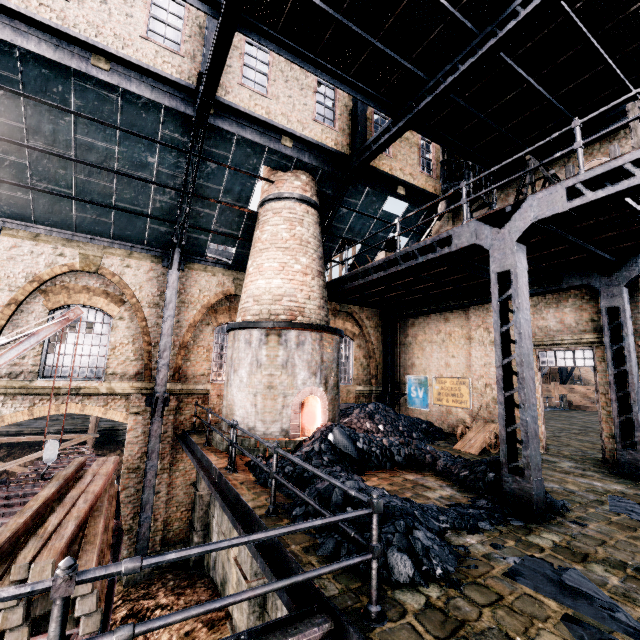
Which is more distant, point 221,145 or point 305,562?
point 221,145

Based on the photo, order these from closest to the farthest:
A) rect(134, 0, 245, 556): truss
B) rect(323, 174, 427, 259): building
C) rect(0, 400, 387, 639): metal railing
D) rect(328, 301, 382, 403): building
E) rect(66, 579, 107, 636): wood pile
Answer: rect(0, 400, 387, 639): metal railing
rect(66, 579, 107, 636): wood pile
rect(134, 0, 245, 556): truss
rect(323, 174, 427, 259): building
rect(328, 301, 382, 403): building

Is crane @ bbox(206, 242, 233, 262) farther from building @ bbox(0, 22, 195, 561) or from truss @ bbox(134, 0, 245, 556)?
truss @ bbox(134, 0, 245, 556)

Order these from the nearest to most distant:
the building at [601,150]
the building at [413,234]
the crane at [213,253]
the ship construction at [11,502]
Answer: the ship construction at [11,502] < the building at [601,150] < the building at [413,234] < the crane at [213,253]

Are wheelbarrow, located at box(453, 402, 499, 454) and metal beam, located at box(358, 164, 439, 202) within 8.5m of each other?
no

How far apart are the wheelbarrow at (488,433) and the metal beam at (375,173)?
9.9 meters

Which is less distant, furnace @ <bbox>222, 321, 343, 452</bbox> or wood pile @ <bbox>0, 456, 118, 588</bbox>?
wood pile @ <bbox>0, 456, 118, 588</bbox>

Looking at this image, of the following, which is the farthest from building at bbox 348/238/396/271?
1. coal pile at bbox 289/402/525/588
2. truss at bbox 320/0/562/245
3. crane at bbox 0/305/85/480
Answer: crane at bbox 0/305/85/480
